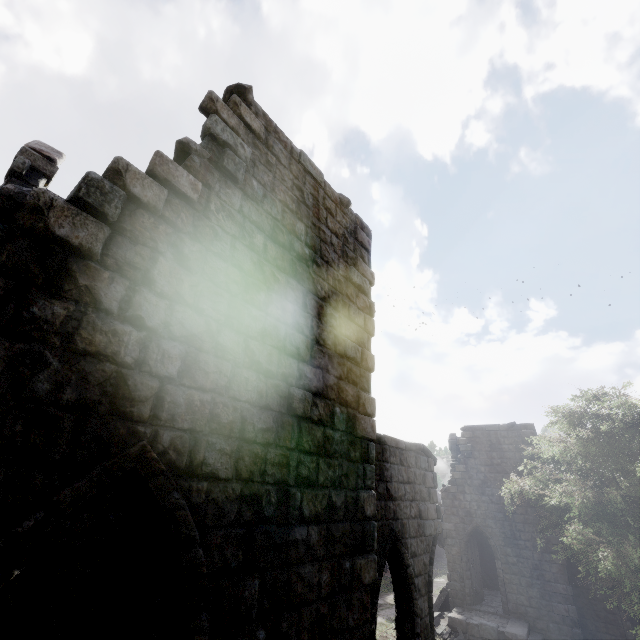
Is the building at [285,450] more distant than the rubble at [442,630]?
No

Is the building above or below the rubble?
above

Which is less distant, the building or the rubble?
the building

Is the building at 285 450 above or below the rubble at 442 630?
above

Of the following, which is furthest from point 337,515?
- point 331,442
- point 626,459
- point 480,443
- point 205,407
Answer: point 480,443
